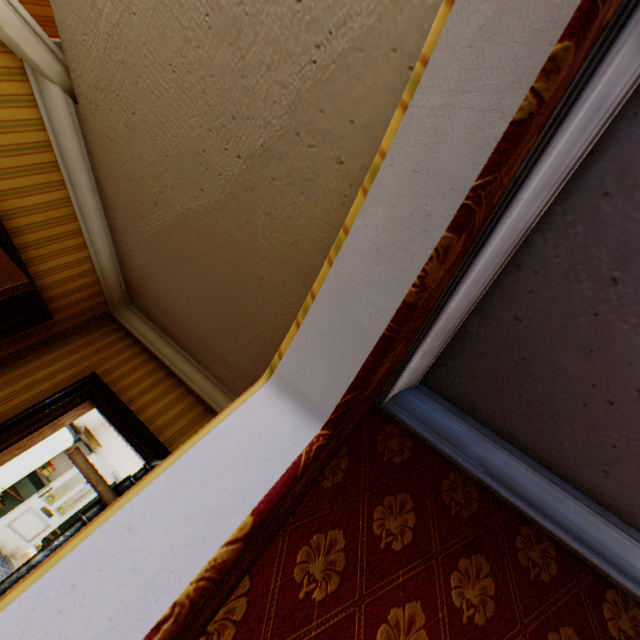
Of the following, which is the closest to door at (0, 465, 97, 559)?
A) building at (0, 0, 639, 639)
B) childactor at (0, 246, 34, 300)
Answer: building at (0, 0, 639, 639)

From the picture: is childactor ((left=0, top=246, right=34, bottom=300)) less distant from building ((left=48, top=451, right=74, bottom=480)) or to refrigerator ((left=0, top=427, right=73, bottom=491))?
building ((left=48, top=451, right=74, bottom=480))

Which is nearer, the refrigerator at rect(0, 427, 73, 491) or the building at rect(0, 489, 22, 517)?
the refrigerator at rect(0, 427, 73, 491)

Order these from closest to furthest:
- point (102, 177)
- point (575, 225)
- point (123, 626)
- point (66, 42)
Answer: point (123, 626)
point (575, 225)
point (66, 42)
point (102, 177)

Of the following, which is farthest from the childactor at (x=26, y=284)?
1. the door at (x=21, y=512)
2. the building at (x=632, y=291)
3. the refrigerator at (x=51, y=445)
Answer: the door at (x=21, y=512)

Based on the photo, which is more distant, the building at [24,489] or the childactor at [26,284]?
the building at [24,489]

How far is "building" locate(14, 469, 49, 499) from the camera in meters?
7.5

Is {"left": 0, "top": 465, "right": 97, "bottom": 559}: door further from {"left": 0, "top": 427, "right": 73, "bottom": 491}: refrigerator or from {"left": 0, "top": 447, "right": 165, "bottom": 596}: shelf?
{"left": 0, "top": 447, "right": 165, "bottom": 596}: shelf
